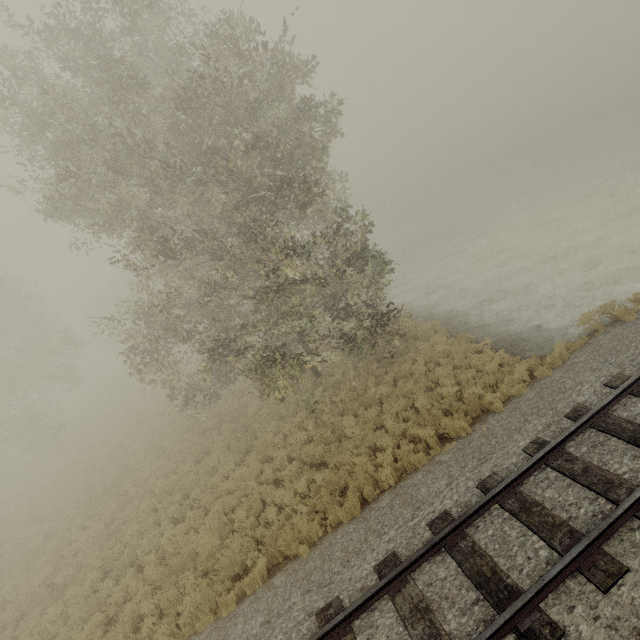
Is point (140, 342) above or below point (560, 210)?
above
